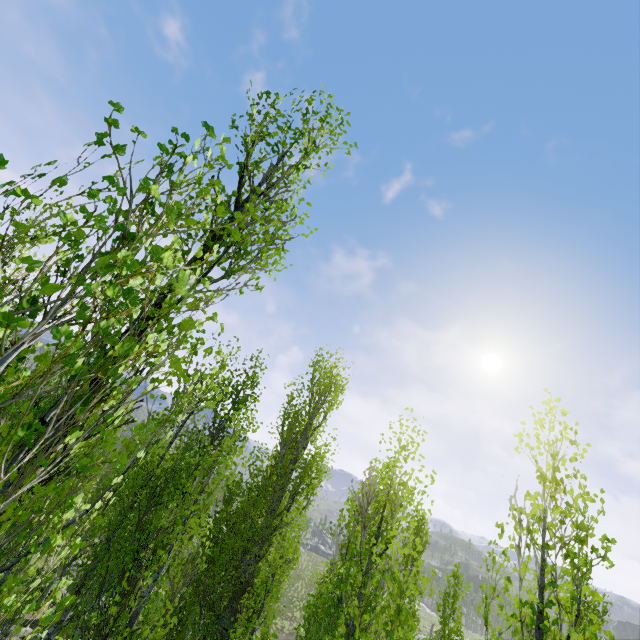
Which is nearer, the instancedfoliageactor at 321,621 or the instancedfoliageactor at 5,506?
the instancedfoliageactor at 5,506

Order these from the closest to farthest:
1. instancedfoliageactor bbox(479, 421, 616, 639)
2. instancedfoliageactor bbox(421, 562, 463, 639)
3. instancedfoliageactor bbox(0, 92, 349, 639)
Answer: instancedfoliageactor bbox(0, 92, 349, 639) → instancedfoliageactor bbox(479, 421, 616, 639) → instancedfoliageactor bbox(421, 562, 463, 639)

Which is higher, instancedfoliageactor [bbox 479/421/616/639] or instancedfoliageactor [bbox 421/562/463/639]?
instancedfoliageactor [bbox 479/421/616/639]

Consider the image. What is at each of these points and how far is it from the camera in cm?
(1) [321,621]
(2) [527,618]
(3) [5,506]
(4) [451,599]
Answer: (1) instancedfoliageactor, 1072
(2) instancedfoliageactor, 365
(3) instancedfoliageactor, 99
(4) instancedfoliageactor, 1266

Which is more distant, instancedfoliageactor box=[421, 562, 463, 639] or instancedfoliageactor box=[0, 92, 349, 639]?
instancedfoliageactor box=[421, 562, 463, 639]

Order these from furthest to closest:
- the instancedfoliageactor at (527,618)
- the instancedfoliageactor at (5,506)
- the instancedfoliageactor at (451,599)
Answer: the instancedfoliageactor at (451,599) < the instancedfoliageactor at (527,618) < the instancedfoliageactor at (5,506)
